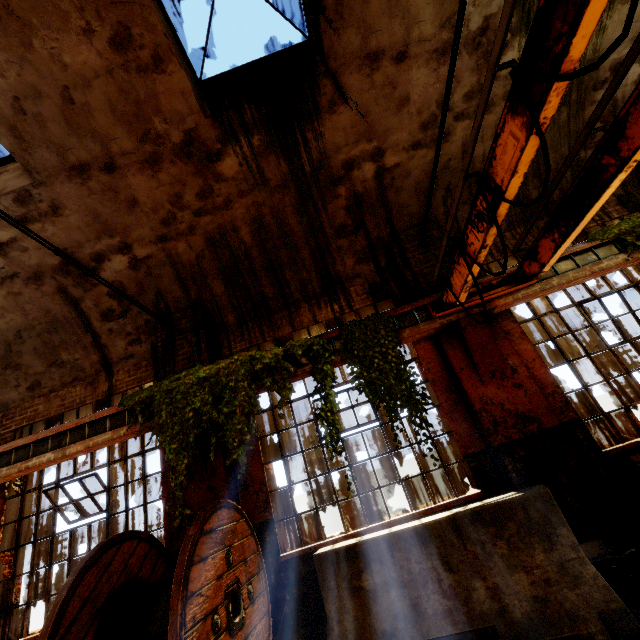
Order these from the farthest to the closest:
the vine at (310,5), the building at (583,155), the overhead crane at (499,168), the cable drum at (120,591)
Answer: the building at (583,155) < the vine at (310,5) < the cable drum at (120,591) < the overhead crane at (499,168)

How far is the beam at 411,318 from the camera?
5.30m

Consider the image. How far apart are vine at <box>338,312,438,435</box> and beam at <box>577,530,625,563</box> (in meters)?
1.65

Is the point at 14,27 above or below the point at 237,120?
above

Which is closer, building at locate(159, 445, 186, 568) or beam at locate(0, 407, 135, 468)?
building at locate(159, 445, 186, 568)

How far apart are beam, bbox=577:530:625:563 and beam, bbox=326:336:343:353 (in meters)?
3.31

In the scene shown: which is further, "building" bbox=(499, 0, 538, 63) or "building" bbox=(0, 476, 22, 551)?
"building" bbox=(0, 476, 22, 551)

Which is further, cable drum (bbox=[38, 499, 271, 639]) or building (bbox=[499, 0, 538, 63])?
building (bbox=[499, 0, 538, 63])
